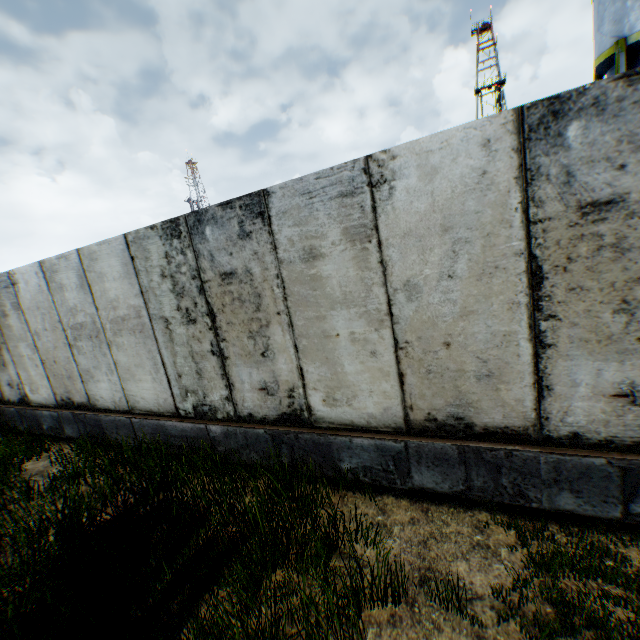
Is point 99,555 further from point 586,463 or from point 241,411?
point 586,463
